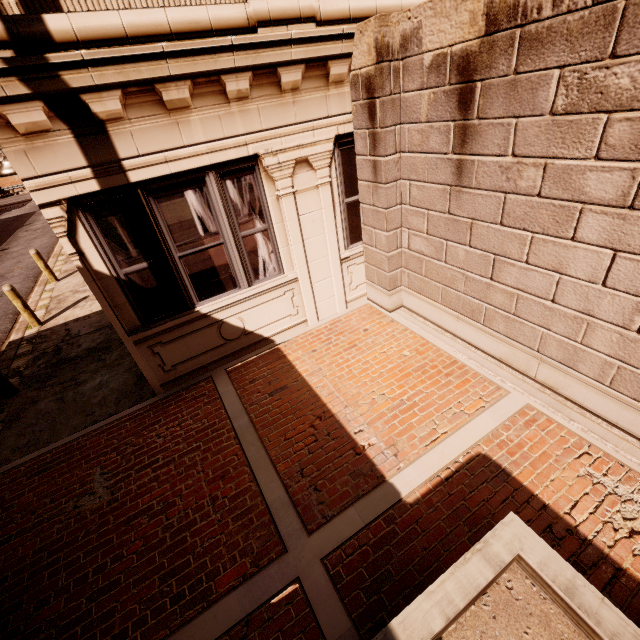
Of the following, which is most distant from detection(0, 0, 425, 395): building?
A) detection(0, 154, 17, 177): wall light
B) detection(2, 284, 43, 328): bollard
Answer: detection(2, 284, 43, 328): bollard

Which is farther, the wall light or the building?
the wall light

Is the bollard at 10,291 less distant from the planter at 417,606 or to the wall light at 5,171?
the wall light at 5,171

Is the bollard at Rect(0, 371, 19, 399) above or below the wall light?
below

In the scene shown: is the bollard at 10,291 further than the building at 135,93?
Yes

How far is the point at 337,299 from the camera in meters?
6.6 m

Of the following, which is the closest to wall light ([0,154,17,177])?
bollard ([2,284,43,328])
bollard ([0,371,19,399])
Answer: bollard ([0,371,19,399])

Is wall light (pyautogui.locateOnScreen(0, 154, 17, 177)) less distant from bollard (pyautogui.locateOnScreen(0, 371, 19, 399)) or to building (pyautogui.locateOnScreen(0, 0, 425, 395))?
building (pyautogui.locateOnScreen(0, 0, 425, 395))
